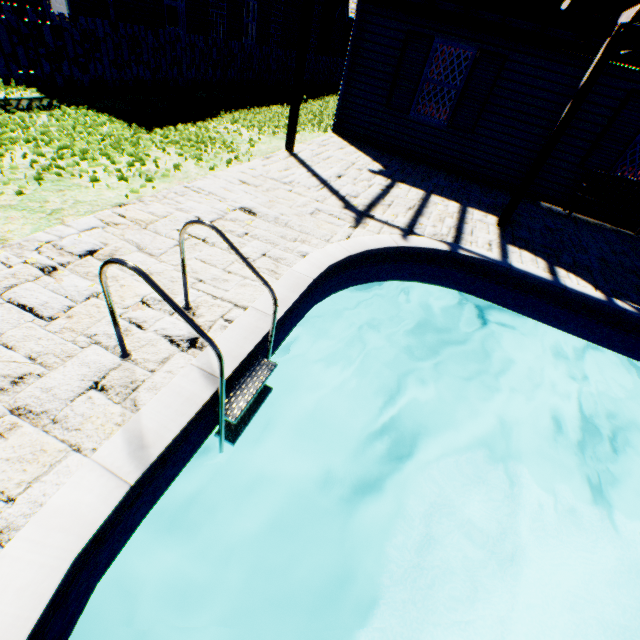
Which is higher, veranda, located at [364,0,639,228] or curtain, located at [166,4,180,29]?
veranda, located at [364,0,639,228]

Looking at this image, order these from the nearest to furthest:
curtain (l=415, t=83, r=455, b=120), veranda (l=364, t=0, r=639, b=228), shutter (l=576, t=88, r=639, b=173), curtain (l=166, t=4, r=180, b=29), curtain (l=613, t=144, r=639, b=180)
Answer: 1. veranda (l=364, t=0, r=639, b=228)
2. shutter (l=576, t=88, r=639, b=173)
3. curtain (l=613, t=144, r=639, b=180)
4. curtain (l=415, t=83, r=455, b=120)
5. curtain (l=166, t=4, r=180, b=29)

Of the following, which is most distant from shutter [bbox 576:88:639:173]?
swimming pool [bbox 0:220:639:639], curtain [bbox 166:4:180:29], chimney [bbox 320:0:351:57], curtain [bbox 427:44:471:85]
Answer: chimney [bbox 320:0:351:57]

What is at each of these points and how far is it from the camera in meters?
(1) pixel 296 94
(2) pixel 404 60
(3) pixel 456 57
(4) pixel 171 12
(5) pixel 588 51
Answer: (1) veranda, 6.5
(2) shutter, 8.0
(3) curtain, 7.8
(4) curtain, 12.1
(5) veranda, 6.7

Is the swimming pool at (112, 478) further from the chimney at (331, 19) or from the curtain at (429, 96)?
the chimney at (331, 19)

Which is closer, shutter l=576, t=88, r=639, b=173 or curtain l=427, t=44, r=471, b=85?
shutter l=576, t=88, r=639, b=173

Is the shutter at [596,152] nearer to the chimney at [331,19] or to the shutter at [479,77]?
the shutter at [479,77]

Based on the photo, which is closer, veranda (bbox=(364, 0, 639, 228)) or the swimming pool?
the swimming pool
